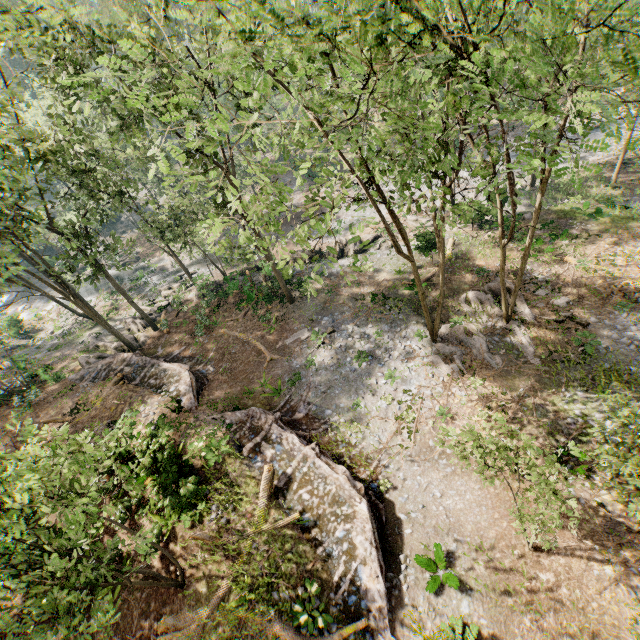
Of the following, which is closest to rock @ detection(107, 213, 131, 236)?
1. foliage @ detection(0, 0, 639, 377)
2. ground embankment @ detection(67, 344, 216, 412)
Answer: foliage @ detection(0, 0, 639, 377)

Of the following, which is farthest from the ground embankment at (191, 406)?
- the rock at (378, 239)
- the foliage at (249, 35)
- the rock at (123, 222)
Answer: the rock at (123, 222)

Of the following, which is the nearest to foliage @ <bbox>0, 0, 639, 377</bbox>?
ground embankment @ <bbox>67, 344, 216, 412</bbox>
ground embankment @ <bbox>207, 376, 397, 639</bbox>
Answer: ground embankment @ <bbox>67, 344, 216, 412</bbox>

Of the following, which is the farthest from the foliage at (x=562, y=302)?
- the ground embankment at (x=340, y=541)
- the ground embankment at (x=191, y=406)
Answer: the ground embankment at (x=340, y=541)

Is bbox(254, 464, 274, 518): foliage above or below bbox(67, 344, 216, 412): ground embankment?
above

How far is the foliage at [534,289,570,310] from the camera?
19.16m

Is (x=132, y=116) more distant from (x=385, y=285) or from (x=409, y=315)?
(x=409, y=315)
